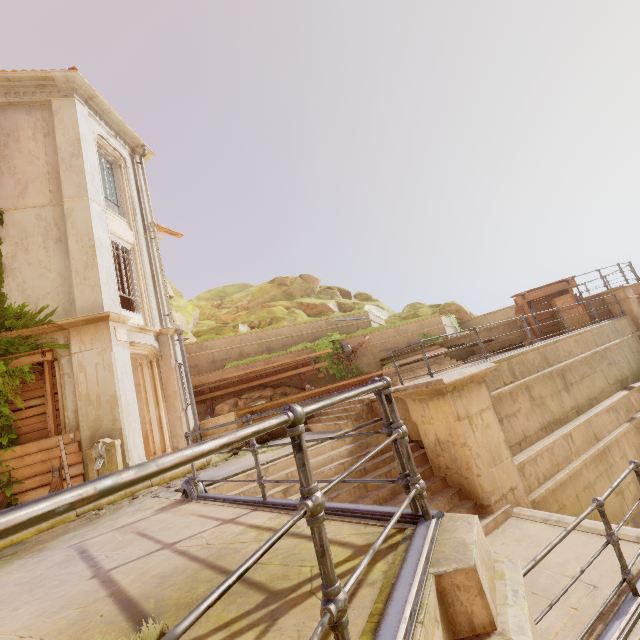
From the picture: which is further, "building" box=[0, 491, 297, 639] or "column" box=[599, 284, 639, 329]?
"column" box=[599, 284, 639, 329]

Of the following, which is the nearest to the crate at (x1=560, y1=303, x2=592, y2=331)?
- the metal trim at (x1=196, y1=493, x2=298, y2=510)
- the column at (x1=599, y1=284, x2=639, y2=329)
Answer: the column at (x1=599, y1=284, x2=639, y2=329)

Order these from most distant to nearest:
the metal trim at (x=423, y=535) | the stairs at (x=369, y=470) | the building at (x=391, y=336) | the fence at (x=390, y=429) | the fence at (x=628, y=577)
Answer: the building at (x=391, y=336), the stairs at (x=369, y=470), the fence at (x=628, y=577), the metal trim at (x=423, y=535), the fence at (x=390, y=429)

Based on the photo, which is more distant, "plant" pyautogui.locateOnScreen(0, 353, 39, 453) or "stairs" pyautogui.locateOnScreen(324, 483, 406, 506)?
"plant" pyautogui.locateOnScreen(0, 353, 39, 453)

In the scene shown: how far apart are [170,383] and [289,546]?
10.0m

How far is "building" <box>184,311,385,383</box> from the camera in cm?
1405

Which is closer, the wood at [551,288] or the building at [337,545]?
the building at [337,545]

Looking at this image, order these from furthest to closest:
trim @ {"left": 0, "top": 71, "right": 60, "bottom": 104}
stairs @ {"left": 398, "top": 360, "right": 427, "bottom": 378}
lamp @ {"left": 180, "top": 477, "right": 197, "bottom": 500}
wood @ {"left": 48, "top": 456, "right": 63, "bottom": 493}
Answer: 1. stairs @ {"left": 398, "top": 360, "right": 427, "bottom": 378}
2. trim @ {"left": 0, "top": 71, "right": 60, "bottom": 104}
3. wood @ {"left": 48, "top": 456, "right": 63, "bottom": 493}
4. lamp @ {"left": 180, "top": 477, "right": 197, "bottom": 500}
